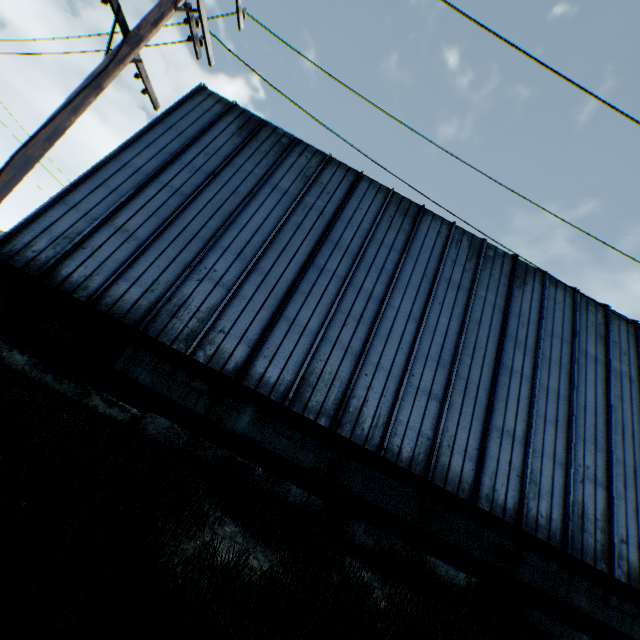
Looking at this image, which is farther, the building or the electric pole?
the building

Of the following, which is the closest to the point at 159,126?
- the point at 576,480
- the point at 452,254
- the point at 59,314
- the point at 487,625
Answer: the point at 59,314

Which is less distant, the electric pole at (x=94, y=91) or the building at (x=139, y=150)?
the electric pole at (x=94, y=91)
